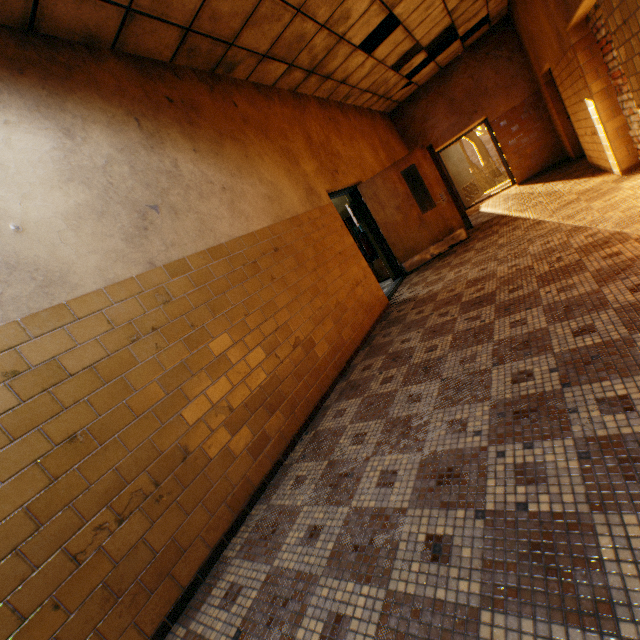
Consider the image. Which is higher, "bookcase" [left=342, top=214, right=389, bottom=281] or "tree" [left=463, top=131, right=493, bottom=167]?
"tree" [left=463, top=131, right=493, bottom=167]

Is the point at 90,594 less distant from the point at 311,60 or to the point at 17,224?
the point at 17,224

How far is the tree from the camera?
28.3m

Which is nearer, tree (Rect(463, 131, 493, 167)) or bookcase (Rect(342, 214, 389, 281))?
bookcase (Rect(342, 214, 389, 281))

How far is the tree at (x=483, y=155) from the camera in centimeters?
2827cm

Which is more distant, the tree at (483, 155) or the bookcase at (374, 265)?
the tree at (483, 155)

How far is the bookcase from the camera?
7.8 meters
